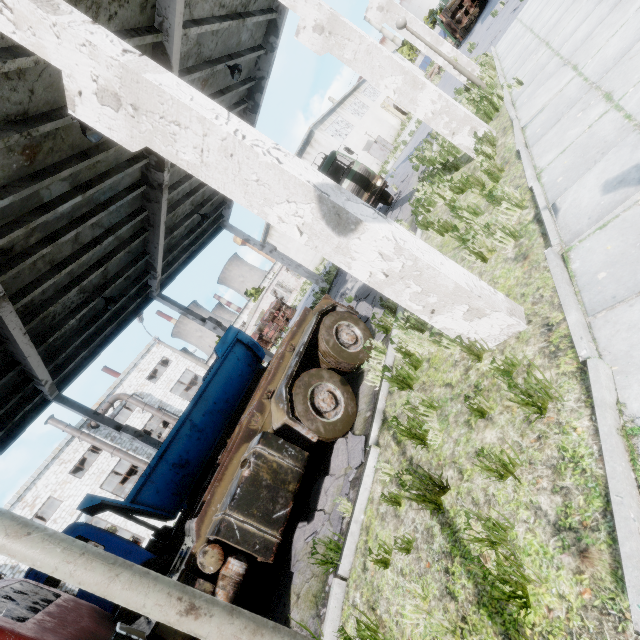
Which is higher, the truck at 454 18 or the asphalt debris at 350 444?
the truck at 454 18

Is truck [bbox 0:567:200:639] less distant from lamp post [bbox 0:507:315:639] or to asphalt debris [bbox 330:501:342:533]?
asphalt debris [bbox 330:501:342:533]

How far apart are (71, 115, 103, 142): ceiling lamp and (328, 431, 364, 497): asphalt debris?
8.1 meters

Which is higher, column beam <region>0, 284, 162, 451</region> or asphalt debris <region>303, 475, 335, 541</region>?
column beam <region>0, 284, 162, 451</region>

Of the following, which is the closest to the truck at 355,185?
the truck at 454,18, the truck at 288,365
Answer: the truck at 288,365

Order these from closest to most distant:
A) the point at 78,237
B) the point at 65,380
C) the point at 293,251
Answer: the point at 78,237, the point at 65,380, the point at 293,251

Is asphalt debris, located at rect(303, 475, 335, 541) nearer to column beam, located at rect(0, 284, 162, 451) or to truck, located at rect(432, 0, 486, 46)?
column beam, located at rect(0, 284, 162, 451)

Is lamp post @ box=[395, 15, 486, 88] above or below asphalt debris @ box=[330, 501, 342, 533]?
above
